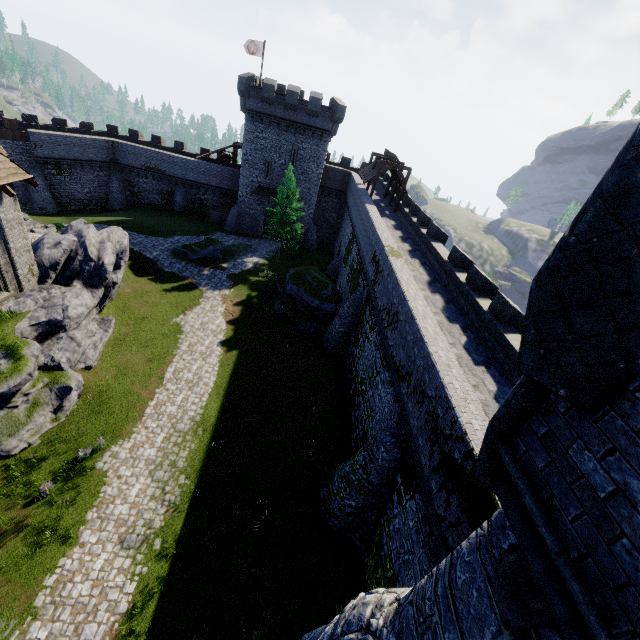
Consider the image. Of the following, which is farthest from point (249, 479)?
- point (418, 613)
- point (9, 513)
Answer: point (418, 613)

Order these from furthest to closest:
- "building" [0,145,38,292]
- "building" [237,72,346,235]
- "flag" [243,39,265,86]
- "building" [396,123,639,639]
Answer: "flag" [243,39,265,86]
"building" [237,72,346,235]
"building" [0,145,38,292]
"building" [396,123,639,639]

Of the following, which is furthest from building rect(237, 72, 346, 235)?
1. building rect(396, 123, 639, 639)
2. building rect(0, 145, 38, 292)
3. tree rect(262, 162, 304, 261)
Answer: building rect(396, 123, 639, 639)

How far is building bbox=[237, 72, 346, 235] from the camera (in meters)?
34.72

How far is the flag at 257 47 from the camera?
37.25m

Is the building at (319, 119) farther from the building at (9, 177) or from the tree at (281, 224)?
the building at (9, 177)

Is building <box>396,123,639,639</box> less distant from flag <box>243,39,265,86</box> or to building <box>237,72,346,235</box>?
building <box>237,72,346,235</box>

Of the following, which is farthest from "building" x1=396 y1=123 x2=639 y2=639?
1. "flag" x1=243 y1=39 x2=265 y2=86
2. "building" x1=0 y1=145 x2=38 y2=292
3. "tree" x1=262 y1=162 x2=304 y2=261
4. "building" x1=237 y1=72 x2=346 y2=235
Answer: "flag" x1=243 y1=39 x2=265 y2=86
